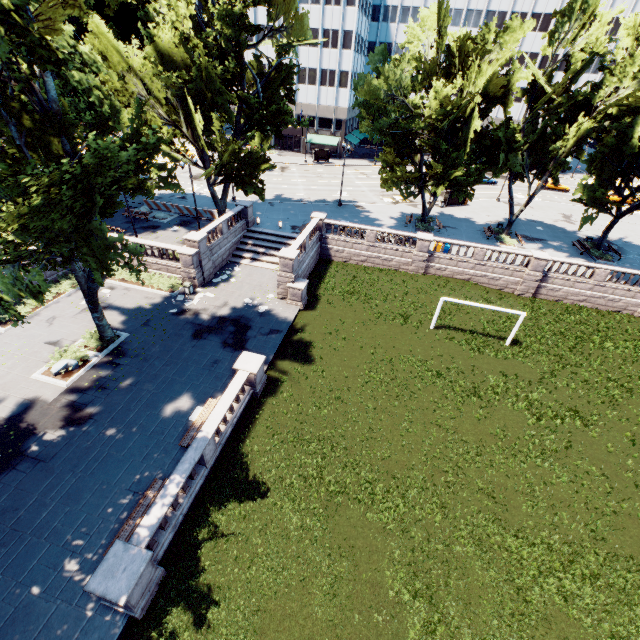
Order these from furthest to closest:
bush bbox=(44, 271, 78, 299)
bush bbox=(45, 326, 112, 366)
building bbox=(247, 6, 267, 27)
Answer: building bbox=(247, 6, 267, 27) < bush bbox=(44, 271, 78, 299) < bush bbox=(45, 326, 112, 366)

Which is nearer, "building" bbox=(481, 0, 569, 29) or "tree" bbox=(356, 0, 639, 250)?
"tree" bbox=(356, 0, 639, 250)

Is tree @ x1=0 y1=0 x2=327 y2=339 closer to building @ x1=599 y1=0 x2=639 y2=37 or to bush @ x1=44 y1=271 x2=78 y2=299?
building @ x1=599 y1=0 x2=639 y2=37

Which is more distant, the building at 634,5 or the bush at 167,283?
the building at 634,5

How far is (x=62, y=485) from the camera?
14.02m

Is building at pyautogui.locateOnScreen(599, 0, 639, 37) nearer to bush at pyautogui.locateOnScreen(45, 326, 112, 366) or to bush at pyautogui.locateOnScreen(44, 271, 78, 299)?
bush at pyautogui.locateOnScreen(44, 271, 78, 299)

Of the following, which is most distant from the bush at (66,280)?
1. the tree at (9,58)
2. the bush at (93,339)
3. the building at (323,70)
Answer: the building at (323,70)

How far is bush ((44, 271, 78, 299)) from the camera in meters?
24.4
